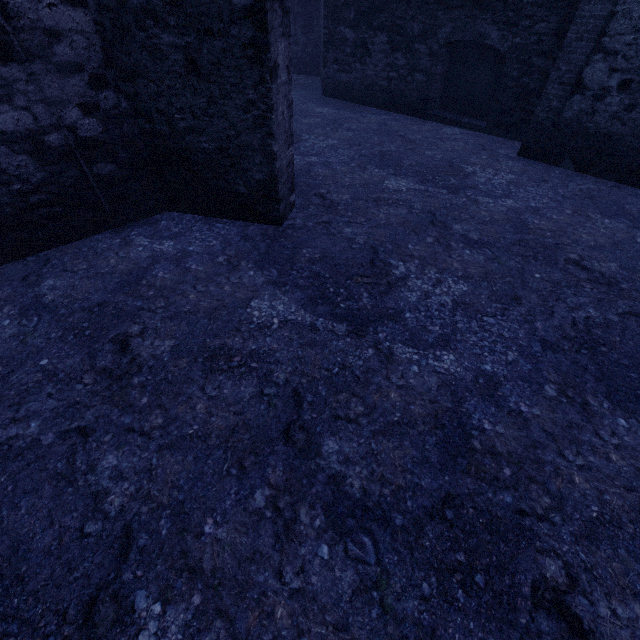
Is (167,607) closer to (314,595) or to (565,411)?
(314,595)
